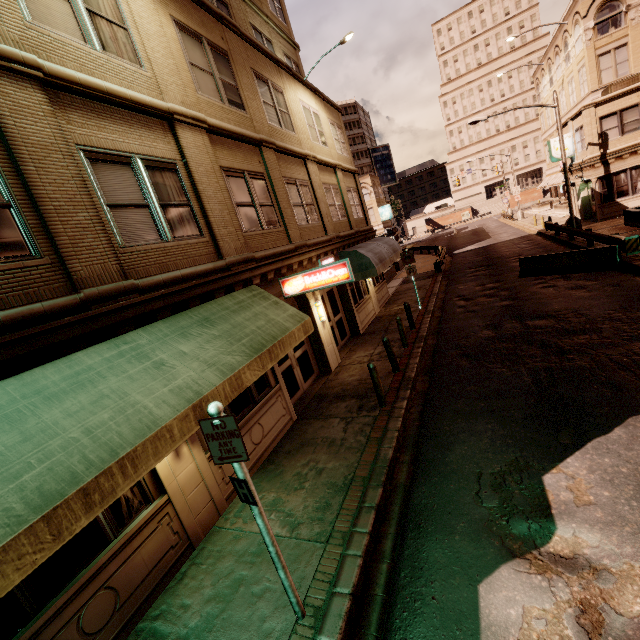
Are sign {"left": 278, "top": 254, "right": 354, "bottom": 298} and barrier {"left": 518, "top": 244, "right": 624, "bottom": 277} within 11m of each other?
no

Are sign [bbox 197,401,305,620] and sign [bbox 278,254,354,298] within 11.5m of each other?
yes

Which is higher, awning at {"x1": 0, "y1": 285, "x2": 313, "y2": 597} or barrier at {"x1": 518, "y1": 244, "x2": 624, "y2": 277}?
awning at {"x1": 0, "y1": 285, "x2": 313, "y2": 597}

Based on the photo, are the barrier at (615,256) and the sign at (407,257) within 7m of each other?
yes

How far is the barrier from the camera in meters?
13.4

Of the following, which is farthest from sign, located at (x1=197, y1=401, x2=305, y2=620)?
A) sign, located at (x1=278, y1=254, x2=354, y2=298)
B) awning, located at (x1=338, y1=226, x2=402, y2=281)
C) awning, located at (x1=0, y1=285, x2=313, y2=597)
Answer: awning, located at (x1=338, y1=226, x2=402, y2=281)

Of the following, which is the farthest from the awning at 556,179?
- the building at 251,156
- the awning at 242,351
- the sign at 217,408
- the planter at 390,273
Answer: the sign at 217,408

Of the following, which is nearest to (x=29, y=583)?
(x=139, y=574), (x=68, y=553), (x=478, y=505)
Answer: (x=68, y=553)
